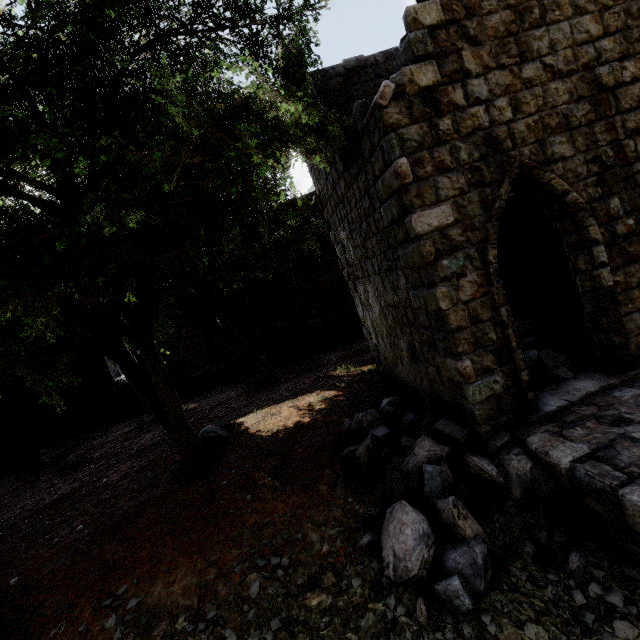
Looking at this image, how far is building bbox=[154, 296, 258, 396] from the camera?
17.7m

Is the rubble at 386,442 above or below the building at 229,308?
below

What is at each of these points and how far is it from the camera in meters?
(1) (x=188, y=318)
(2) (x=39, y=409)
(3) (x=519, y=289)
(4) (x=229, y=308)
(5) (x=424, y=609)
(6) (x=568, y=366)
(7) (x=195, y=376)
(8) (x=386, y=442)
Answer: (1) building, 17.8 m
(2) building, 16.5 m
(3) building, 11.2 m
(4) building, 18.0 m
(5) rubble, 3.9 m
(6) rubble, 6.4 m
(7) rubble, 17.2 m
(8) rubble, 6.3 m

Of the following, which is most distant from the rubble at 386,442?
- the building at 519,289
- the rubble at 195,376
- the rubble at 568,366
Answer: the rubble at 195,376

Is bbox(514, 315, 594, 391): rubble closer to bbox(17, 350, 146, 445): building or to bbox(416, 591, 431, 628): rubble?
bbox(17, 350, 146, 445): building

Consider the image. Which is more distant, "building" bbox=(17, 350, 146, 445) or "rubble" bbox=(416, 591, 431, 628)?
"building" bbox=(17, 350, 146, 445)

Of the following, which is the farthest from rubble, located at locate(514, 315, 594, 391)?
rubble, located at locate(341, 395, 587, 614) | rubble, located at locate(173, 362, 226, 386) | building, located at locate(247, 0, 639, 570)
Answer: rubble, located at locate(173, 362, 226, 386)
